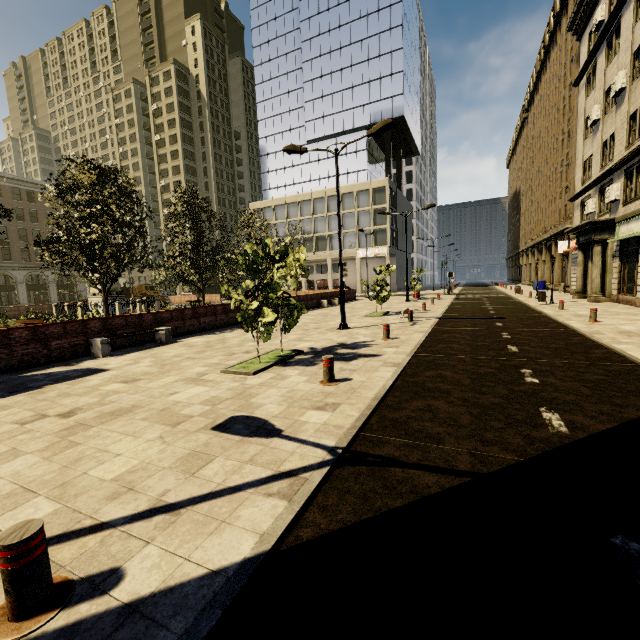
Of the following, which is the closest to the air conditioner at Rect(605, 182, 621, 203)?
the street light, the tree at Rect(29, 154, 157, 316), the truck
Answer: the tree at Rect(29, 154, 157, 316)

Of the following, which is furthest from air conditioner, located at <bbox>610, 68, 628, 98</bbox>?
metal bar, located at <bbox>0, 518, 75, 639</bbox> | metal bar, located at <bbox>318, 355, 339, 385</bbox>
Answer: metal bar, located at <bbox>0, 518, 75, 639</bbox>

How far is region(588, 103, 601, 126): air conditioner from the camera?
21.23m

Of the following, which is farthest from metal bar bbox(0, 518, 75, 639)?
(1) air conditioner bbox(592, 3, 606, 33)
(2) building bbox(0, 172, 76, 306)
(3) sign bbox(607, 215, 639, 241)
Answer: (2) building bbox(0, 172, 76, 306)

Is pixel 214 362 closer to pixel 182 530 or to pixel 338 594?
pixel 182 530

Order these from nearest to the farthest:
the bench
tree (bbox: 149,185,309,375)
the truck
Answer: tree (bbox: 149,185,309,375), the bench, the truck

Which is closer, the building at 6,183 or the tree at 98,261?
the tree at 98,261

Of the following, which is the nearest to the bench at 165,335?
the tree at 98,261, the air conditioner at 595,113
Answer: the tree at 98,261
